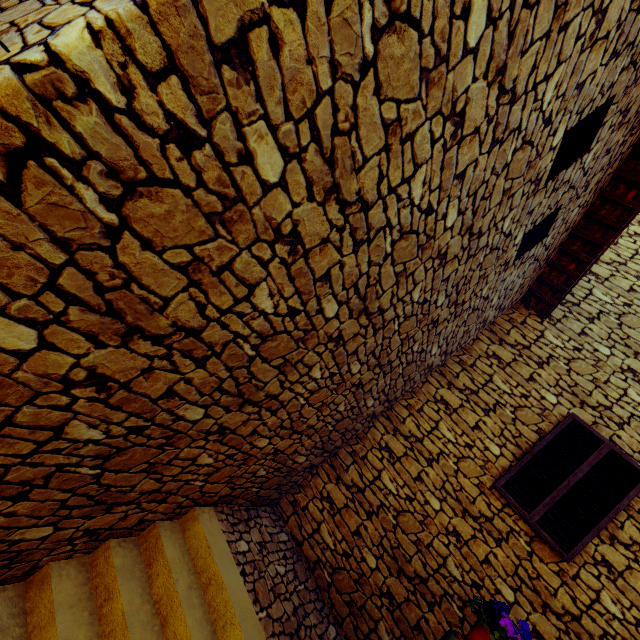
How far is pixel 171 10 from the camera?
0.94m

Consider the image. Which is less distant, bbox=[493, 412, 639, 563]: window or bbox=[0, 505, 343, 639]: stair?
bbox=[0, 505, 343, 639]: stair

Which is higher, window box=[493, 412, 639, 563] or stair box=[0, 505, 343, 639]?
window box=[493, 412, 639, 563]

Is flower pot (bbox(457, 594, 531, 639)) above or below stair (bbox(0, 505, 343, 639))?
above

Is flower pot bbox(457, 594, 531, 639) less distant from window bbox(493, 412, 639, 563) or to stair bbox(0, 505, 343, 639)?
stair bbox(0, 505, 343, 639)

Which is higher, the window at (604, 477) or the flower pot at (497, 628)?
the window at (604, 477)

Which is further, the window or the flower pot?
the window

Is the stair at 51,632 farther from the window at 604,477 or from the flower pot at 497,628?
the window at 604,477
